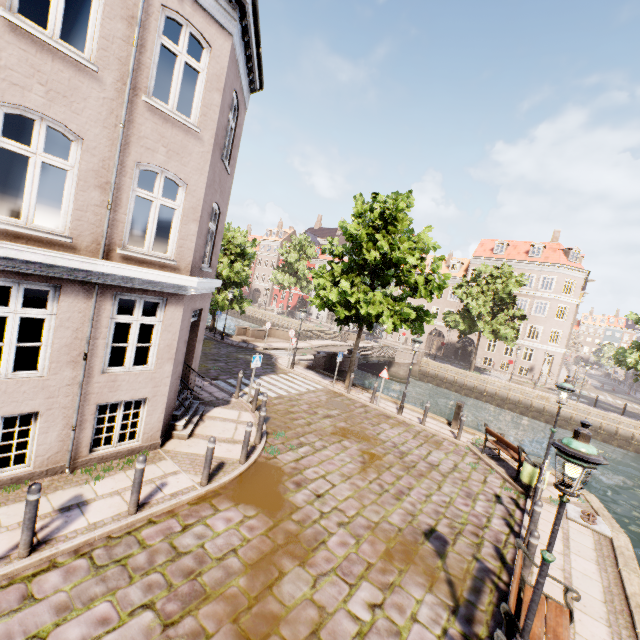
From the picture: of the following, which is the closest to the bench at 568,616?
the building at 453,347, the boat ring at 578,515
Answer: the boat ring at 578,515

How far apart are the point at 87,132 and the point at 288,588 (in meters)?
8.55

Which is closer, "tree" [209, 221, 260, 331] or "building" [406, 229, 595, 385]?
"tree" [209, 221, 260, 331]

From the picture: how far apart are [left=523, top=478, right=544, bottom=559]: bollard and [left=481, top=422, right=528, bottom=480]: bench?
3.4 meters

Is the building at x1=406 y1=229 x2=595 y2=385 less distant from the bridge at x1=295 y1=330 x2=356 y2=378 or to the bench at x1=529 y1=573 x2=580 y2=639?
the bridge at x1=295 y1=330 x2=356 y2=378

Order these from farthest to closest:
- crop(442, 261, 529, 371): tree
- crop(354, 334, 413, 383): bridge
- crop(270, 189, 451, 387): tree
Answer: crop(442, 261, 529, 371): tree, crop(354, 334, 413, 383): bridge, crop(270, 189, 451, 387): tree

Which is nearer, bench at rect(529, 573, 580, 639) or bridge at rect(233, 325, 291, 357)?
bench at rect(529, 573, 580, 639)

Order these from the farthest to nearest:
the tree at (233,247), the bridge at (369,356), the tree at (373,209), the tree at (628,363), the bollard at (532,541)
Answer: the bridge at (369,356)
the tree at (628,363)
the tree at (233,247)
the tree at (373,209)
the bollard at (532,541)
